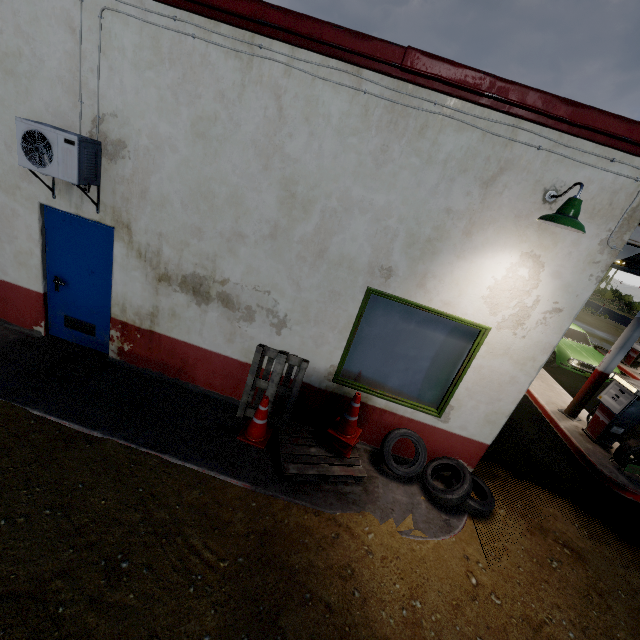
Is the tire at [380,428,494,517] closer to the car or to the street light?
the street light

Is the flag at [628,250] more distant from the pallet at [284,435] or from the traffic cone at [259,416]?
the traffic cone at [259,416]

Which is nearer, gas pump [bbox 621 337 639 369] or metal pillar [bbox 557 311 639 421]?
metal pillar [bbox 557 311 639 421]

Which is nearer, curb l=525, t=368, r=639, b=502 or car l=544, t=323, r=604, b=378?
curb l=525, t=368, r=639, b=502

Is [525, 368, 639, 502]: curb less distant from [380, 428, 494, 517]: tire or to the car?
the car

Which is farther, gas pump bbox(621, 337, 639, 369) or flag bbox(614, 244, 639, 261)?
gas pump bbox(621, 337, 639, 369)

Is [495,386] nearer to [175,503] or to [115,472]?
[175,503]

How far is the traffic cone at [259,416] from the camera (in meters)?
4.52
